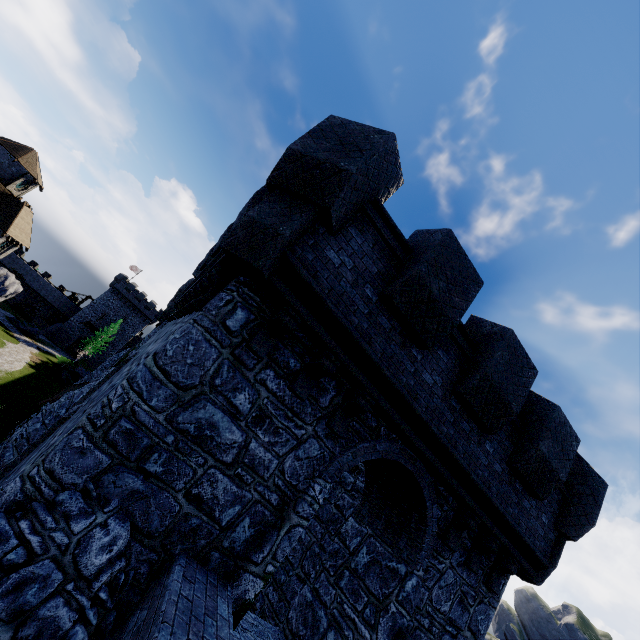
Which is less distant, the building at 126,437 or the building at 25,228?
the building at 126,437

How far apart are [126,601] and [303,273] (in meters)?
4.93

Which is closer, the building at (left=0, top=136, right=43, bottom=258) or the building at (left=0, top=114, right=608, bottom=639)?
the building at (left=0, top=114, right=608, bottom=639)
